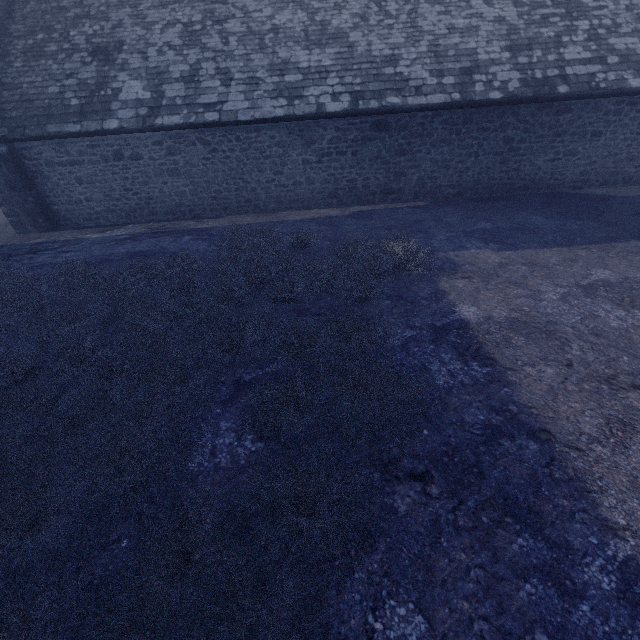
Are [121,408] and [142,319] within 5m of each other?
yes
